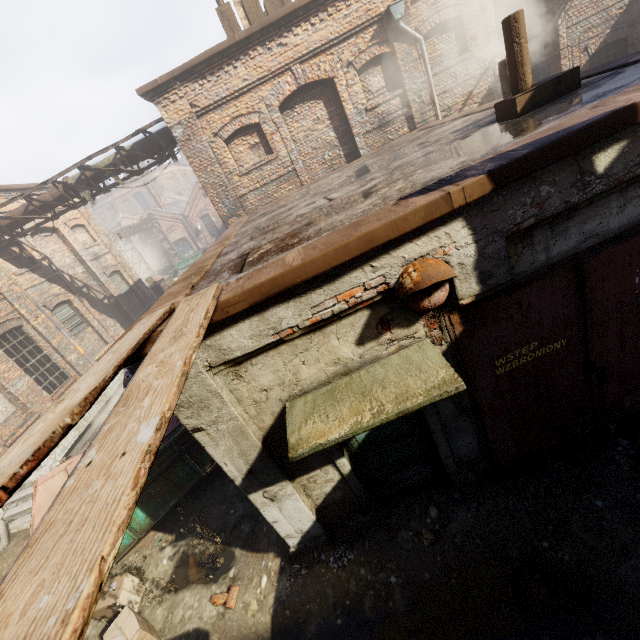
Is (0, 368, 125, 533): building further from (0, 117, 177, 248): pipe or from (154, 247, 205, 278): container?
(154, 247, 205, 278): container

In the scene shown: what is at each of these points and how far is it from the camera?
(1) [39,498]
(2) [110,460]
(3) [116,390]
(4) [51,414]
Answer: (1) trash container, 5.1 meters
(2) pallet, 1.2 meters
(3) building, 12.5 meters
(4) pallet, 1.9 meters

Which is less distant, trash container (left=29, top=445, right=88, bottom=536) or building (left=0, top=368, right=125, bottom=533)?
trash container (left=29, top=445, right=88, bottom=536)

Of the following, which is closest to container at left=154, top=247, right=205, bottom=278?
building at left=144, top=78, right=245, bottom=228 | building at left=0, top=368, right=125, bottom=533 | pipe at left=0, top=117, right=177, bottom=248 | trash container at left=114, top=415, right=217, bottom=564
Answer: building at left=0, top=368, right=125, bottom=533

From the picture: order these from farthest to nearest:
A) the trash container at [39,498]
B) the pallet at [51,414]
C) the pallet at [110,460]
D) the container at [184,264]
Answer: the container at [184,264] → the trash container at [39,498] → the pallet at [51,414] → the pallet at [110,460]

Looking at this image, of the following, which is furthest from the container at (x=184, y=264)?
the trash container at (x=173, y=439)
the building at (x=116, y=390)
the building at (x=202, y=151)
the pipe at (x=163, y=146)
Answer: the trash container at (x=173, y=439)

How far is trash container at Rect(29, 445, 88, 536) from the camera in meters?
5.0

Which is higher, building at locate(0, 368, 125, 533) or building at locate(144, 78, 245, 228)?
building at locate(144, 78, 245, 228)
